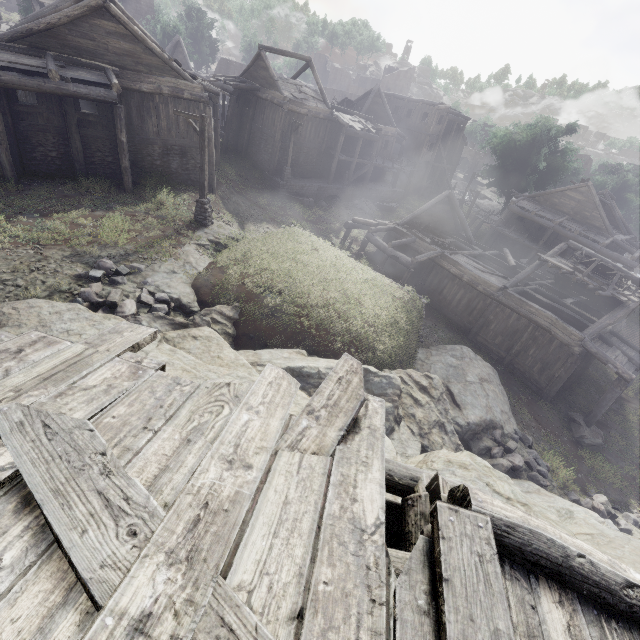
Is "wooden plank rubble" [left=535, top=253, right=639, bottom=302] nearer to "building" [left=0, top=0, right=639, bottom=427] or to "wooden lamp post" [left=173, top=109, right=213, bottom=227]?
"building" [left=0, top=0, right=639, bottom=427]

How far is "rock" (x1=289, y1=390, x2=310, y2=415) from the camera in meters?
7.5 m

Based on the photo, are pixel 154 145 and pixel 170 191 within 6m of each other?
yes

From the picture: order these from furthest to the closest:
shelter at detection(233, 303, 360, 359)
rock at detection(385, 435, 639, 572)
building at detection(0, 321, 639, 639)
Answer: shelter at detection(233, 303, 360, 359) → rock at detection(385, 435, 639, 572) → building at detection(0, 321, 639, 639)

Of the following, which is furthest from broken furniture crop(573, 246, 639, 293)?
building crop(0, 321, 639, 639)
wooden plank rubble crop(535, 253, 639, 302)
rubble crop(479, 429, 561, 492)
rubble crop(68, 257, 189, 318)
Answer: rubble crop(68, 257, 189, 318)

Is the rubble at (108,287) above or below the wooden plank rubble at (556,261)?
below

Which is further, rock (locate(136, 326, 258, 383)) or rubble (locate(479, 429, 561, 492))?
rubble (locate(479, 429, 561, 492))

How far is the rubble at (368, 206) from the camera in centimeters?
3259cm
